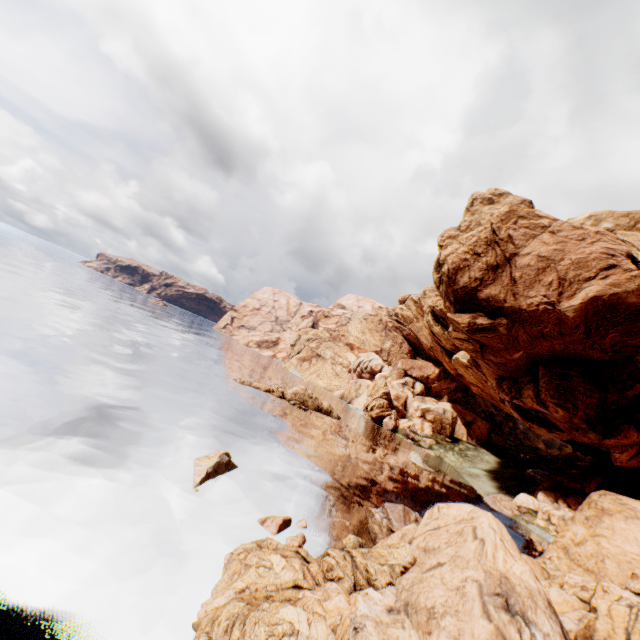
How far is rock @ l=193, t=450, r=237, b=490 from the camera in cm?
1602

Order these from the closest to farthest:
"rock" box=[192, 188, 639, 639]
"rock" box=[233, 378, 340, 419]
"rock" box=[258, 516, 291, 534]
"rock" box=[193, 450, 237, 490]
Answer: "rock" box=[192, 188, 639, 639] → "rock" box=[258, 516, 291, 534] → "rock" box=[193, 450, 237, 490] → "rock" box=[233, 378, 340, 419]

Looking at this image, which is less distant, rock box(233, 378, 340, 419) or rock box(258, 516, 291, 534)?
rock box(258, 516, 291, 534)

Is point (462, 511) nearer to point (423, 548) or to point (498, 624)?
point (423, 548)

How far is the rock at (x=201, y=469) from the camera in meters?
16.0

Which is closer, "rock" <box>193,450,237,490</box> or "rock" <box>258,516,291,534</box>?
"rock" <box>258,516,291,534</box>

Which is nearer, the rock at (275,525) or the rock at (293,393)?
the rock at (275,525)

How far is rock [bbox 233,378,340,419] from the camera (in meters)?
44.81
